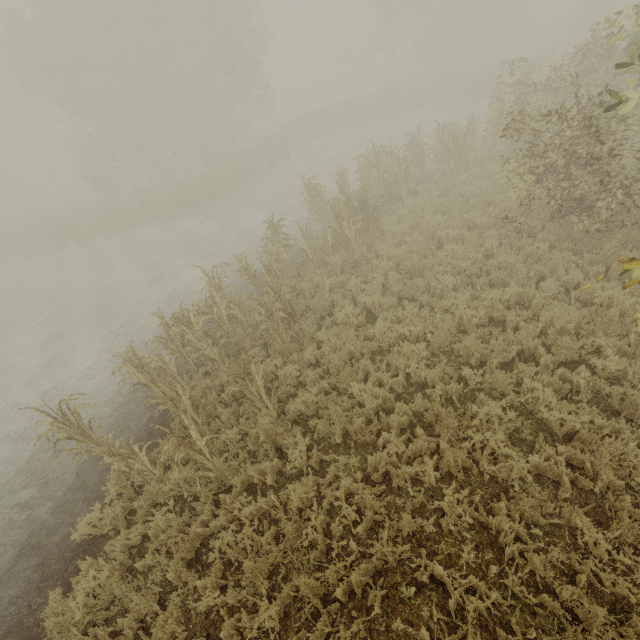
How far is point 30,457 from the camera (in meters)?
7.85
